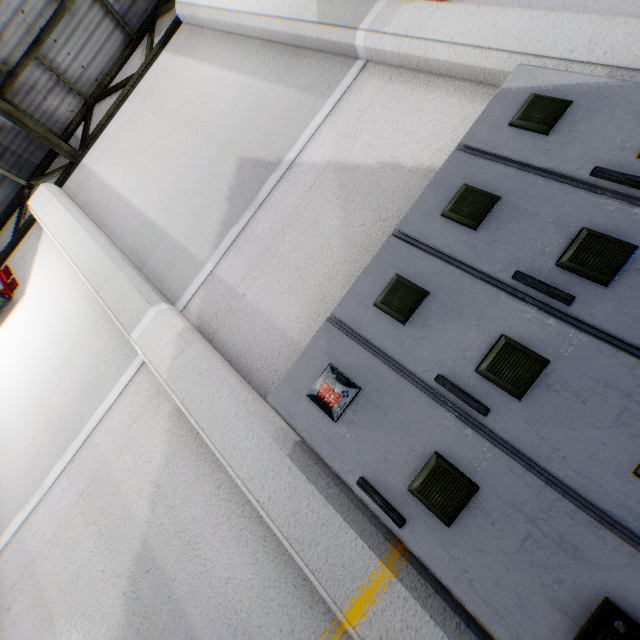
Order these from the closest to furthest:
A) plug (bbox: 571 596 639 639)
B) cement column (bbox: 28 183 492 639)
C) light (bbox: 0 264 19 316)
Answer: plug (bbox: 571 596 639 639), cement column (bbox: 28 183 492 639), light (bbox: 0 264 19 316)

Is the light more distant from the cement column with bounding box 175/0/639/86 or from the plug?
the plug

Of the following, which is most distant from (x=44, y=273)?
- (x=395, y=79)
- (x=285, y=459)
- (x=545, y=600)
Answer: (x=545, y=600)

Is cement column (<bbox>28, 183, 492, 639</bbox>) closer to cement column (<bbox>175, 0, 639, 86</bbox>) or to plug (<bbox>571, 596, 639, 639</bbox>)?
plug (<bbox>571, 596, 639, 639</bbox>)

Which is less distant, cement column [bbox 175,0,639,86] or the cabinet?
the cabinet

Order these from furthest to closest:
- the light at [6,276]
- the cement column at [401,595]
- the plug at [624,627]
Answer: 1. the light at [6,276]
2. the cement column at [401,595]
3. the plug at [624,627]

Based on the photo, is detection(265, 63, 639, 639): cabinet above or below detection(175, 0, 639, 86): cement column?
below

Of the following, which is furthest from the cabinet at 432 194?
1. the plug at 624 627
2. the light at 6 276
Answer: the light at 6 276
